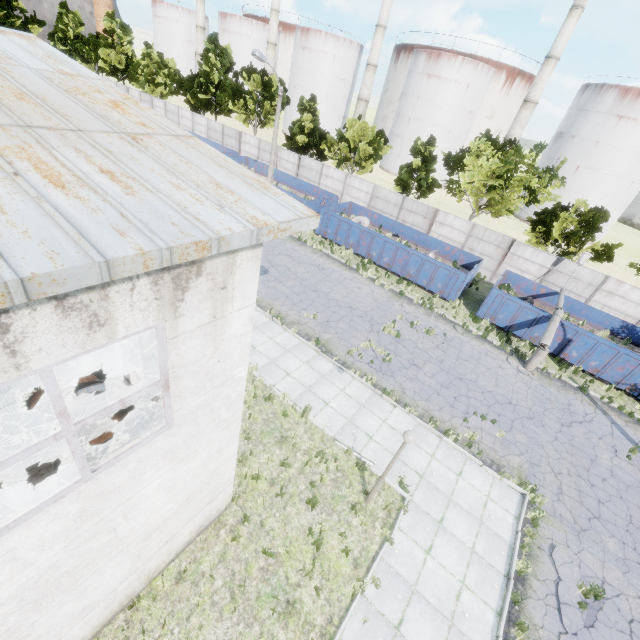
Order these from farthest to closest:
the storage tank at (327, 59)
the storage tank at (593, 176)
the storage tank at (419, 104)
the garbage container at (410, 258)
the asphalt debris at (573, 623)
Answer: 1. the storage tank at (327, 59)
2. the storage tank at (419, 104)
3. the storage tank at (593, 176)
4. the garbage container at (410, 258)
5. the asphalt debris at (573, 623)

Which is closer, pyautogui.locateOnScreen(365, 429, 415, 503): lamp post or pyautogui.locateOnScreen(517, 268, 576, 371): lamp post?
pyautogui.locateOnScreen(365, 429, 415, 503): lamp post

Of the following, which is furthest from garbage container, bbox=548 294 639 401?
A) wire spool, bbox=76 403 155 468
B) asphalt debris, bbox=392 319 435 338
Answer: wire spool, bbox=76 403 155 468

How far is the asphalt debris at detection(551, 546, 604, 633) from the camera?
8.21m

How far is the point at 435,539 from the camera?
9.1m

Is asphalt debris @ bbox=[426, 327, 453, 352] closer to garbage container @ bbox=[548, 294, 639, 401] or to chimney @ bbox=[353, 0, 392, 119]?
garbage container @ bbox=[548, 294, 639, 401]

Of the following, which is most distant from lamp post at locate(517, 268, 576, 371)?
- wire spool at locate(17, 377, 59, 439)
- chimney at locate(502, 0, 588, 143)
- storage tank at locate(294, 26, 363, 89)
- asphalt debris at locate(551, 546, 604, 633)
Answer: storage tank at locate(294, 26, 363, 89)

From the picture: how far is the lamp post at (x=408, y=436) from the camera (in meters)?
7.55
